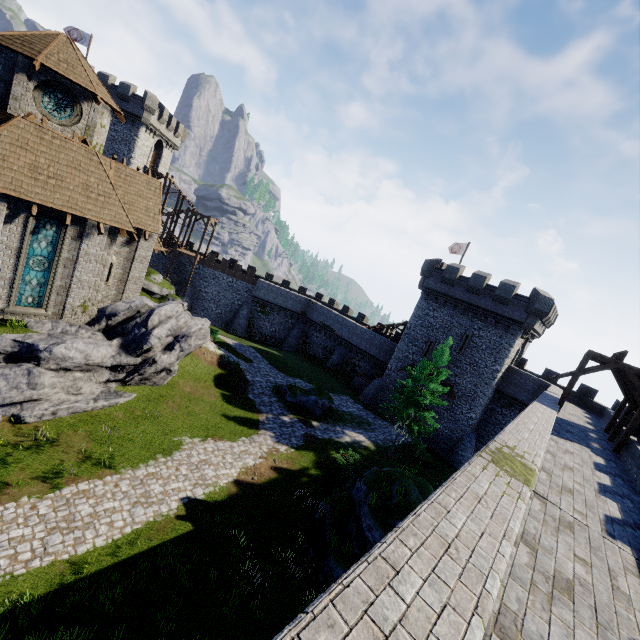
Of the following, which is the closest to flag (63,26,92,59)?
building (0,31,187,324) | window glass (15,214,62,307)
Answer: building (0,31,187,324)

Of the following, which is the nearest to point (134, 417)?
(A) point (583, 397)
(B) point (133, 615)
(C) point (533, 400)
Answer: (B) point (133, 615)

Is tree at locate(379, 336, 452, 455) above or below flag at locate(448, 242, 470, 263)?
below

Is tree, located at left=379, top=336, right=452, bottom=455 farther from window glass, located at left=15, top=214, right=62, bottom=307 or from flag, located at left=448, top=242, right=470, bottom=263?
window glass, located at left=15, top=214, right=62, bottom=307

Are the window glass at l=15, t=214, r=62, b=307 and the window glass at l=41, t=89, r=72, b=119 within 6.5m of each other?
yes

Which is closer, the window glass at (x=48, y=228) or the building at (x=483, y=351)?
the window glass at (x=48, y=228)

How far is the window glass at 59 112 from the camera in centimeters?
1622cm

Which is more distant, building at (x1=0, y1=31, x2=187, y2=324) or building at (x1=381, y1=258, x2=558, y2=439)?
building at (x1=381, y1=258, x2=558, y2=439)
